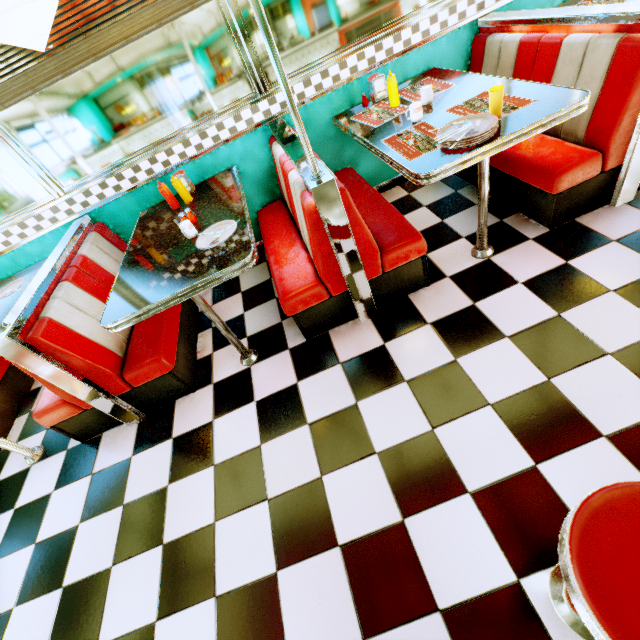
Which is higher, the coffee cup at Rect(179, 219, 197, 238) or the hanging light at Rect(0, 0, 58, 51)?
the hanging light at Rect(0, 0, 58, 51)

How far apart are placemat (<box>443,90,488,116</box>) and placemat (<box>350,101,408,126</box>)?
0.42m

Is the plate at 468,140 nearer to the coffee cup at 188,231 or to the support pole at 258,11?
the support pole at 258,11

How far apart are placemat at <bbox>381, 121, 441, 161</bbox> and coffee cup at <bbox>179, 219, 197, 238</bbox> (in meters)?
1.46

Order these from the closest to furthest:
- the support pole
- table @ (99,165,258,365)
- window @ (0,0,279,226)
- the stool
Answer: the stool → the support pole → table @ (99,165,258,365) → window @ (0,0,279,226)

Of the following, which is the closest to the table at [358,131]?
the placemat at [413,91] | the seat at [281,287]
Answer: the placemat at [413,91]

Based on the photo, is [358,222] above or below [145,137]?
below

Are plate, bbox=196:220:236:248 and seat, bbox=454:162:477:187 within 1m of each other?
no
